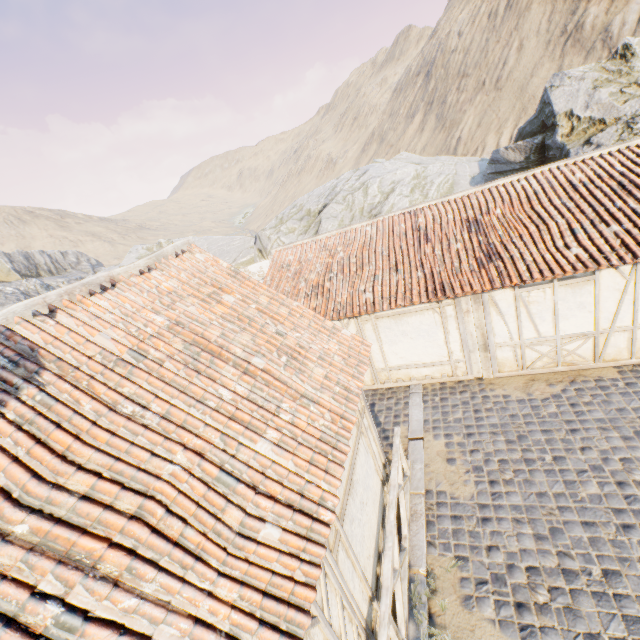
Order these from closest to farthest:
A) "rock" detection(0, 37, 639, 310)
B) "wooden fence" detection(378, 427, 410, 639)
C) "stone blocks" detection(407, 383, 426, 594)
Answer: "wooden fence" detection(378, 427, 410, 639) < "stone blocks" detection(407, 383, 426, 594) < "rock" detection(0, 37, 639, 310)

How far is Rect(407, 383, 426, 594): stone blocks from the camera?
5.36m

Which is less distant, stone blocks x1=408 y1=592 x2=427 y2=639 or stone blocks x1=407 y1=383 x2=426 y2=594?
stone blocks x1=408 y1=592 x2=427 y2=639

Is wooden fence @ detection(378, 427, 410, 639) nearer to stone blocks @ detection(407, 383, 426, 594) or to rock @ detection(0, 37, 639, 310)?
stone blocks @ detection(407, 383, 426, 594)

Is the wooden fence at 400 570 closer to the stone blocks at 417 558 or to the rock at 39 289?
the stone blocks at 417 558

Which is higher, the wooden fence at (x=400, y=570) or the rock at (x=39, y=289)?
the rock at (x=39, y=289)

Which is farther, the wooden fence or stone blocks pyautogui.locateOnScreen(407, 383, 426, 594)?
stone blocks pyautogui.locateOnScreen(407, 383, 426, 594)

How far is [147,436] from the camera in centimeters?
332cm
